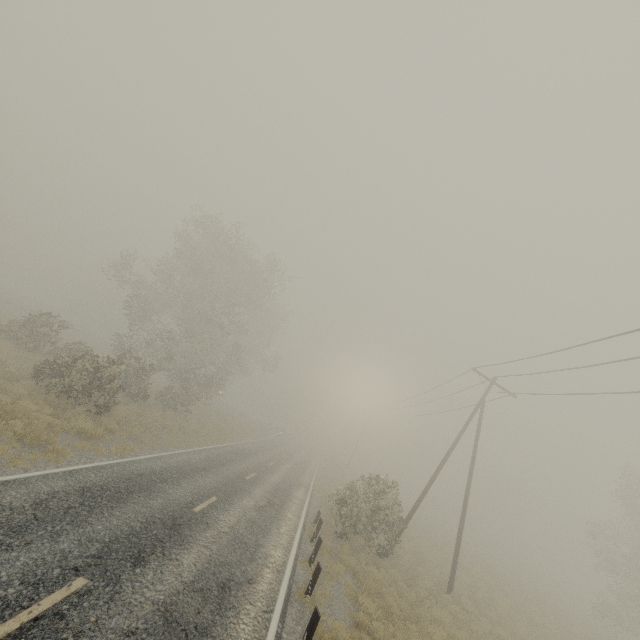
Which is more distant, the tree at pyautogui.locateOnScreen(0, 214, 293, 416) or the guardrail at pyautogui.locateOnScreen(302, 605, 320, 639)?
the tree at pyautogui.locateOnScreen(0, 214, 293, 416)

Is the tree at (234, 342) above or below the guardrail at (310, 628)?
above

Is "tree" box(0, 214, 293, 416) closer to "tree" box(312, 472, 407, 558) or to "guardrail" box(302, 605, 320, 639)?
"tree" box(312, 472, 407, 558)

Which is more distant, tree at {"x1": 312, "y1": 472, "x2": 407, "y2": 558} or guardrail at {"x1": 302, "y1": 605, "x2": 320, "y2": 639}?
tree at {"x1": 312, "y1": 472, "x2": 407, "y2": 558}

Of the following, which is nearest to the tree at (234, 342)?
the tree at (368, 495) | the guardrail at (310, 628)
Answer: the tree at (368, 495)

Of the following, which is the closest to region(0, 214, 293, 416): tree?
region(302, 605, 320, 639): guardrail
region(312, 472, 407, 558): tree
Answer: region(312, 472, 407, 558): tree

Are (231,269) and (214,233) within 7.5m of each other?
yes
